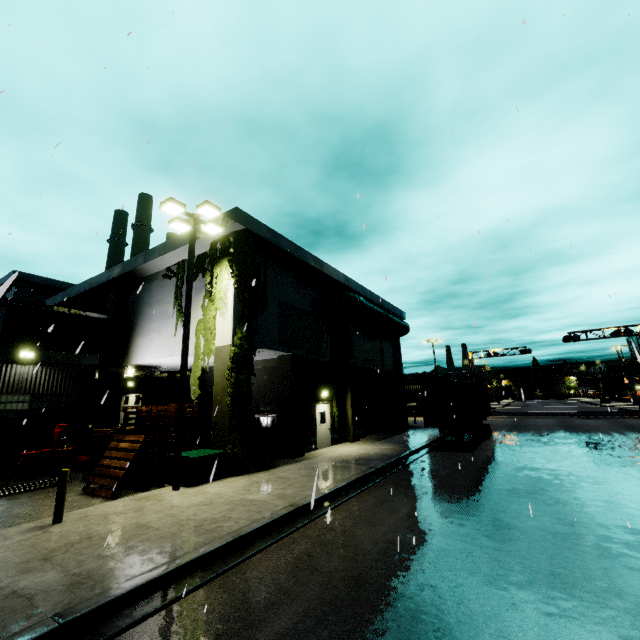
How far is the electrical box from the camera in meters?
10.6

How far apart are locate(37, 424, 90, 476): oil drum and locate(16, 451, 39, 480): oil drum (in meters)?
0.20

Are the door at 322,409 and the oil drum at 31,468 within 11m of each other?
no

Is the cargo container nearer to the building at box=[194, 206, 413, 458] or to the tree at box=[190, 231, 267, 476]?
the building at box=[194, 206, 413, 458]

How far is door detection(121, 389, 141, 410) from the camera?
23.9m

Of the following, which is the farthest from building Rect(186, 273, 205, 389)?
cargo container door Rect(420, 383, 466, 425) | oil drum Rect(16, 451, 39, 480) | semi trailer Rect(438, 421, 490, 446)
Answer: cargo container door Rect(420, 383, 466, 425)

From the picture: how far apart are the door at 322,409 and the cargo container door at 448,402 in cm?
521

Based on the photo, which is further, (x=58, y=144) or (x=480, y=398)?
(x=480, y=398)
